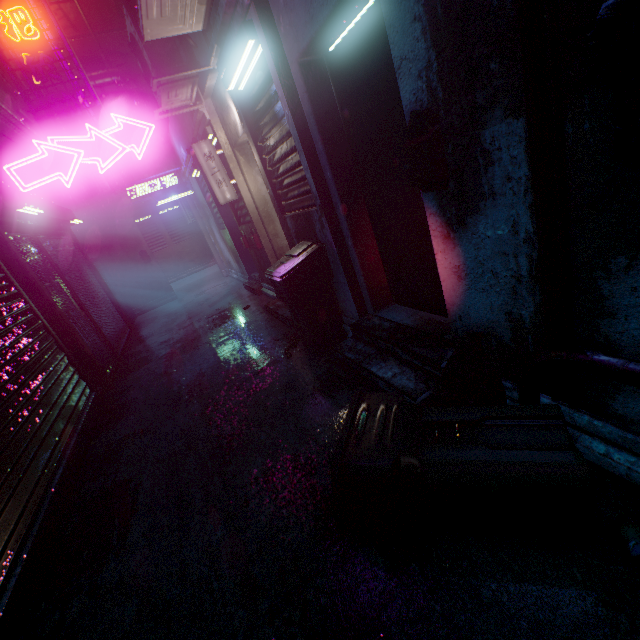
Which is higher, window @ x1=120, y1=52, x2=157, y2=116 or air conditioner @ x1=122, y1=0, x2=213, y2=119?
window @ x1=120, y1=52, x2=157, y2=116

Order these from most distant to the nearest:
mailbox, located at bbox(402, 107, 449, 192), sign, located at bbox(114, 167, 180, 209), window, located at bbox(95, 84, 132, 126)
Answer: window, located at bbox(95, 84, 132, 126) < sign, located at bbox(114, 167, 180, 209) < mailbox, located at bbox(402, 107, 449, 192)

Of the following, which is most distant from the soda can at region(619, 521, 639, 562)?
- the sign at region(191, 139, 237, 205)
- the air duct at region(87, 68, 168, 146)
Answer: the air duct at region(87, 68, 168, 146)

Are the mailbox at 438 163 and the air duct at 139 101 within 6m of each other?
no

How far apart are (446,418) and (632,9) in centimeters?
141cm

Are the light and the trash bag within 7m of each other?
no

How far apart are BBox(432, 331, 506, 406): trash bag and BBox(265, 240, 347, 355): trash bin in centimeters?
141cm

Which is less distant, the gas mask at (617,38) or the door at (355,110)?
the gas mask at (617,38)
